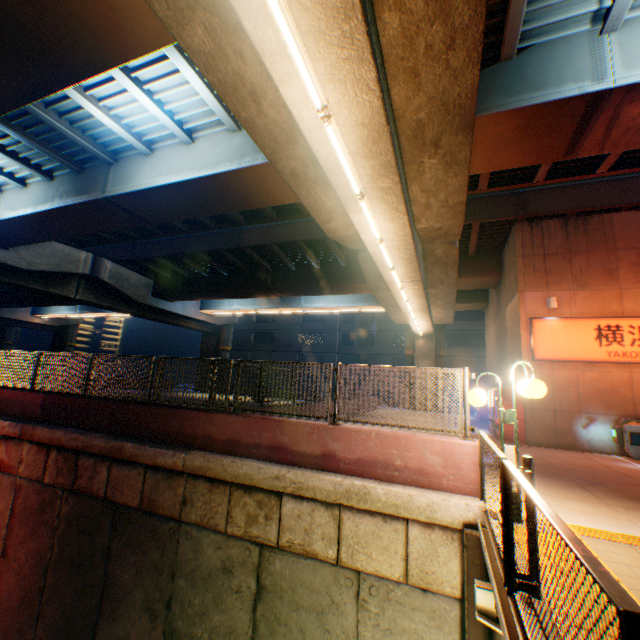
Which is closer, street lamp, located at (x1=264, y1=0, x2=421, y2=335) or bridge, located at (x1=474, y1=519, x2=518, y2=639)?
bridge, located at (x1=474, y1=519, x2=518, y2=639)

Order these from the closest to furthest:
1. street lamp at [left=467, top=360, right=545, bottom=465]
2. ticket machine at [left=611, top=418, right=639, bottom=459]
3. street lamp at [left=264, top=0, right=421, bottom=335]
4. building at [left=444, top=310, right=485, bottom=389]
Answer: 1. street lamp at [left=264, top=0, right=421, bottom=335]
2. street lamp at [left=467, top=360, right=545, bottom=465]
3. ticket machine at [left=611, top=418, right=639, bottom=459]
4. building at [left=444, top=310, right=485, bottom=389]

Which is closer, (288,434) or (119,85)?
(288,434)

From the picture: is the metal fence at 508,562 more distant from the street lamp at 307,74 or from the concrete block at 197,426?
the street lamp at 307,74

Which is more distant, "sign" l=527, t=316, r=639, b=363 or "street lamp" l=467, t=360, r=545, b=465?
"sign" l=527, t=316, r=639, b=363

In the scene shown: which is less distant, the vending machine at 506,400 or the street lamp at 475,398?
the street lamp at 475,398

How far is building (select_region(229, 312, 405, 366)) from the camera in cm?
3909

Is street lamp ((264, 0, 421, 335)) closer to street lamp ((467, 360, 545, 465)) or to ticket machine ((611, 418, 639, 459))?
street lamp ((467, 360, 545, 465))
